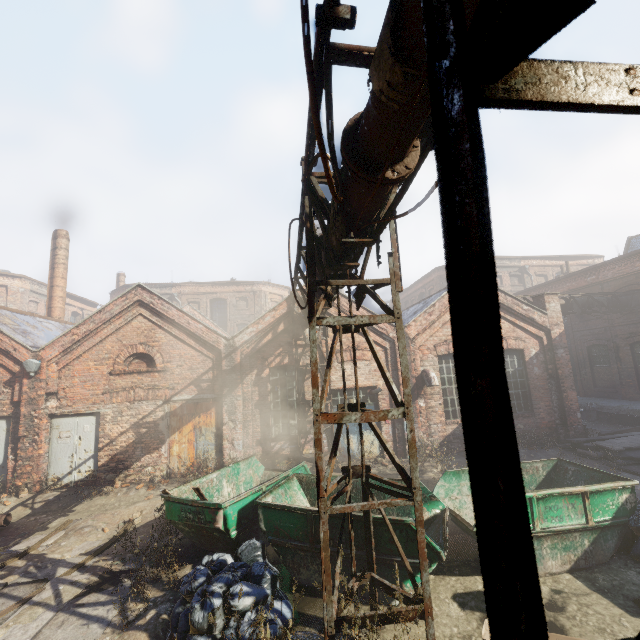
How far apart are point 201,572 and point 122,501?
6.95m

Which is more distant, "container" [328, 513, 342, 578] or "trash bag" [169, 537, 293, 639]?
"container" [328, 513, 342, 578]

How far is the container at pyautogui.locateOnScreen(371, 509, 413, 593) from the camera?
5.2 meters

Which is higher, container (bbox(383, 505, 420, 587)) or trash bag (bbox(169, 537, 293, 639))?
container (bbox(383, 505, 420, 587))

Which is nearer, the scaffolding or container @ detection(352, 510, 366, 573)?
the scaffolding

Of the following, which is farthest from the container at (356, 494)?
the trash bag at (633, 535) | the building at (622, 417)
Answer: the building at (622, 417)

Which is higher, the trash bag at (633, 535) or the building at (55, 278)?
the building at (55, 278)
